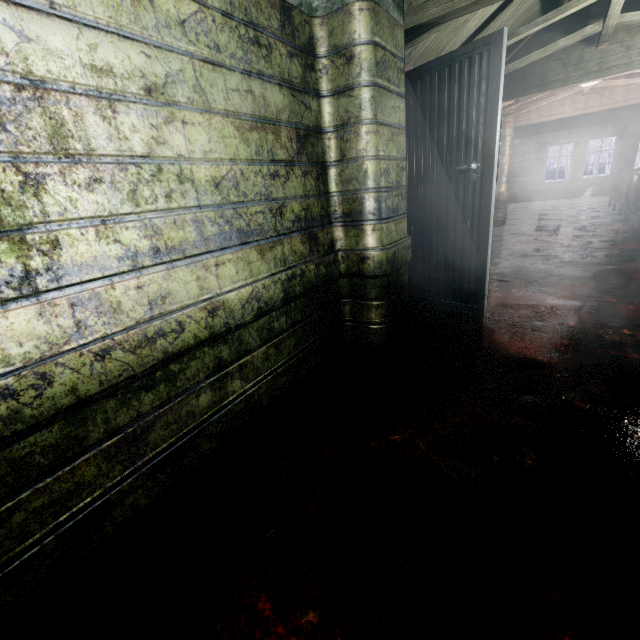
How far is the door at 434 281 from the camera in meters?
2.2 m

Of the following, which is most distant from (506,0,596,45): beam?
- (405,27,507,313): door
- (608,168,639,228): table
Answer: (608,168,639,228): table

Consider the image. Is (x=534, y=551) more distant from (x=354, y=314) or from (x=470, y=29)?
(x=470, y=29)

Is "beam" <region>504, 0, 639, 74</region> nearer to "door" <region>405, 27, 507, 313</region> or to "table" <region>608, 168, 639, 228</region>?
"door" <region>405, 27, 507, 313</region>

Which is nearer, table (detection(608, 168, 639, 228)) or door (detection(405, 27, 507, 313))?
door (detection(405, 27, 507, 313))

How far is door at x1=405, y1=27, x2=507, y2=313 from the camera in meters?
2.2

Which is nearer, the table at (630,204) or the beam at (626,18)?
the beam at (626,18)
